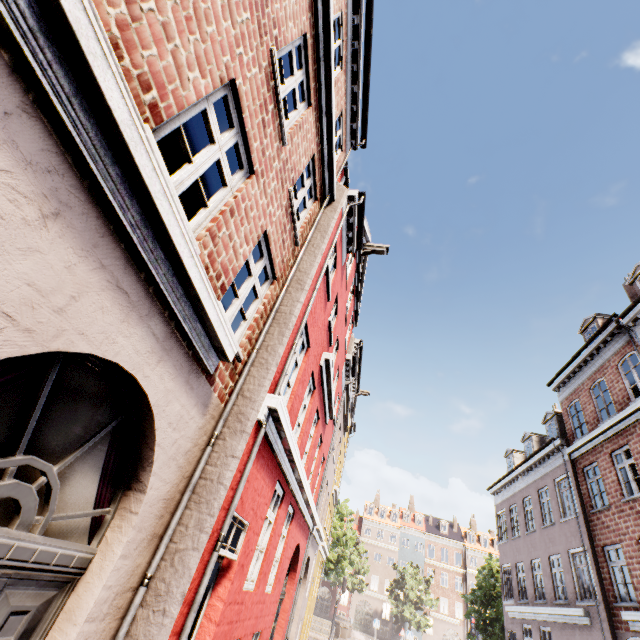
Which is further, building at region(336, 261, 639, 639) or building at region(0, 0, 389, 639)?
building at region(336, 261, 639, 639)

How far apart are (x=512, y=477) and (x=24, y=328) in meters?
24.9 m

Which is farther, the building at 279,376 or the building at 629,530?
the building at 629,530
